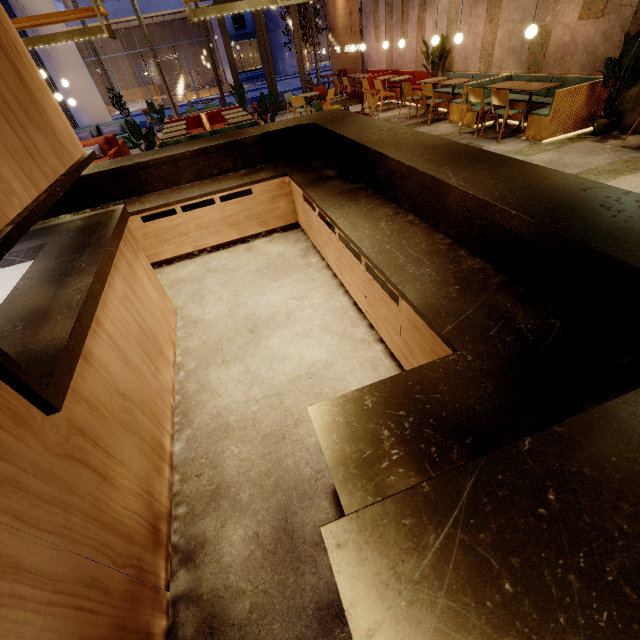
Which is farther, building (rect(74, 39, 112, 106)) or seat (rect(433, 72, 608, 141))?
building (rect(74, 39, 112, 106))

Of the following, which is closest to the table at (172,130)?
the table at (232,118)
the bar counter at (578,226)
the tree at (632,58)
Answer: the table at (232,118)

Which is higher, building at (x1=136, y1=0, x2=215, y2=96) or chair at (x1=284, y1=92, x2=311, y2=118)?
building at (x1=136, y1=0, x2=215, y2=96)

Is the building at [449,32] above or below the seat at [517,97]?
above

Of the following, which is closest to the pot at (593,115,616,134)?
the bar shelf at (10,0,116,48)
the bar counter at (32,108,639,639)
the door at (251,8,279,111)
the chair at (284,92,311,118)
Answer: the bar counter at (32,108,639,639)

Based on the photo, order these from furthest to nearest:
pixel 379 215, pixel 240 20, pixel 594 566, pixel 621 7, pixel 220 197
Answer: pixel 240 20, pixel 621 7, pixel 220 197, pixel 379 215, pixel 594 566

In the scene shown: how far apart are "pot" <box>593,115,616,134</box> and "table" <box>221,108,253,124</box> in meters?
7.9 m

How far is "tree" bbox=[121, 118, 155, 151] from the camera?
6.5 meters
